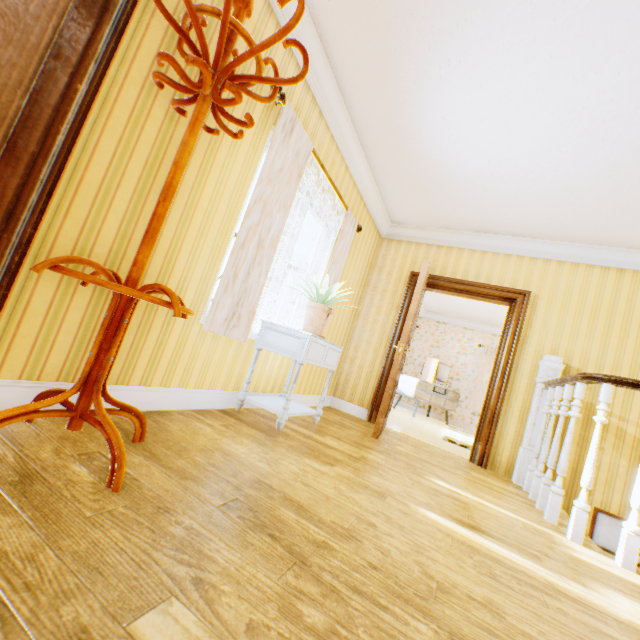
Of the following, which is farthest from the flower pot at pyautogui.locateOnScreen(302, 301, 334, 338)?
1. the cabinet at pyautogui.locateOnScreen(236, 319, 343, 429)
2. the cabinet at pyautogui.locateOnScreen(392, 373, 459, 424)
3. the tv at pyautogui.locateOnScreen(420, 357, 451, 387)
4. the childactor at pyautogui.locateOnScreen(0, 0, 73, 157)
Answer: the tv at pyautogui.locateOnScreen(420, 357, 451, 387)

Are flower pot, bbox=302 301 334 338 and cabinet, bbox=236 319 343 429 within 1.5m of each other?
yes

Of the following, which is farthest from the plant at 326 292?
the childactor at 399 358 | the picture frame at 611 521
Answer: the picture frame at 611 521

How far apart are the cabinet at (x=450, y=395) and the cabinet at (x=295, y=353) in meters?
5.3

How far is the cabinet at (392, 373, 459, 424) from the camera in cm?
812

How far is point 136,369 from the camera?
2.0 meters

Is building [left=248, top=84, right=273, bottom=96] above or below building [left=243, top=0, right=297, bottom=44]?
below

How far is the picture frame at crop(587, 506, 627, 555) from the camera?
3.5 meters
